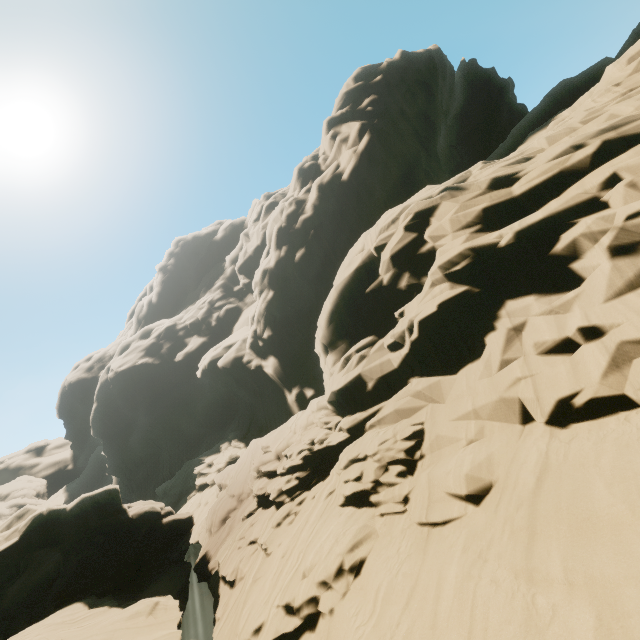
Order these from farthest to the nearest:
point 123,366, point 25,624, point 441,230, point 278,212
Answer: point 123,366 → point 278,212 → point 441,230 → point 25,624
